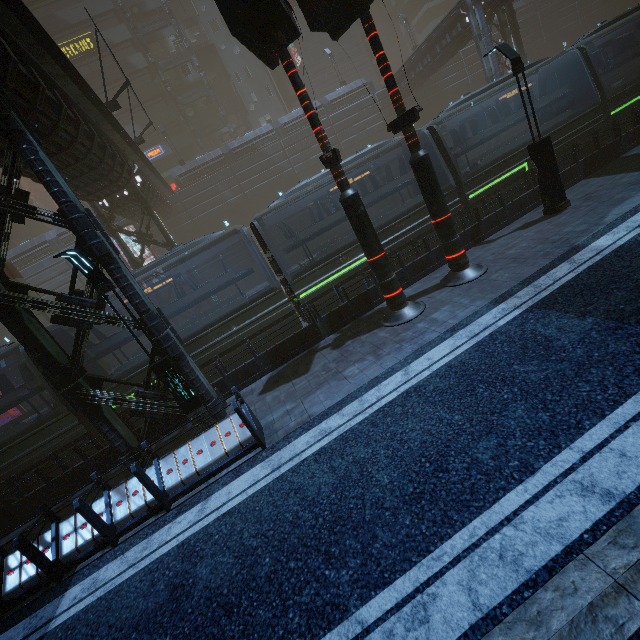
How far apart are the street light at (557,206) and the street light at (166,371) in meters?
12.9

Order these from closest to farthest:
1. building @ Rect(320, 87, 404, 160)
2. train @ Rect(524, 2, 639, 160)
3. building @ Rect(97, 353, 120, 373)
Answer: train @ Rect(524, 2, 639, 160)
building @ Rect(97, 353, 120, 373)
building @ Rect(320, 87, 404, 160)

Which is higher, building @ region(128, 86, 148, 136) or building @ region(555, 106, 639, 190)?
building @ region(128, 86, 148, 136)

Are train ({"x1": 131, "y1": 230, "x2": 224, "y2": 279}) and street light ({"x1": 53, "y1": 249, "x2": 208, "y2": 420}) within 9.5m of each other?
yes

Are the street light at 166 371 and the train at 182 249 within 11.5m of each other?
yes

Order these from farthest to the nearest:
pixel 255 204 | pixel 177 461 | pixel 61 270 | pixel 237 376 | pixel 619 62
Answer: pixel 255 204
pixel 61 270
pixel 619 62
pixel 237 376
pixel 177 461

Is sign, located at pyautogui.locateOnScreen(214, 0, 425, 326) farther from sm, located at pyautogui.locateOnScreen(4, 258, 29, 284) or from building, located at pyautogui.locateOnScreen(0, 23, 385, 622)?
sm, located at pyautogui.locateOnScreen(4, 258, 29, 284)
